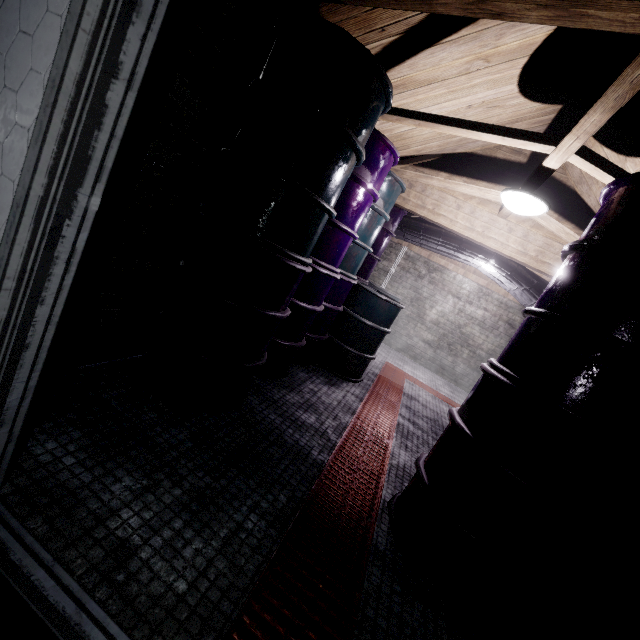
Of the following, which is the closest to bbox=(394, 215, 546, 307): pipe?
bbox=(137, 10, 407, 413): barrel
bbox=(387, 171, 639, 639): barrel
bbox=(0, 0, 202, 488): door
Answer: bbox=(387, 171, 639, 639): barrel

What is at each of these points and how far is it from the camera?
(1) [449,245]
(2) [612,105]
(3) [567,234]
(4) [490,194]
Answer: (1) pipe, 4.65m
(2) beam, 1.39m
(3) beam, 2.74m
(4) beam, 2.90m

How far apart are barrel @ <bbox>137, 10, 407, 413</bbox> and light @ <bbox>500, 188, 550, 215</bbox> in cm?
106

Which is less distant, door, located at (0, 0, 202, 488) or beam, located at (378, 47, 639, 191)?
door, located at (0, 0, 202, 488)

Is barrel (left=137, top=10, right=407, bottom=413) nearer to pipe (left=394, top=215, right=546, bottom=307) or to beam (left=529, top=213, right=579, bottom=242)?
beam (left=529, top=213, right=579, bottom=242)

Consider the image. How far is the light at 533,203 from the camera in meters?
2.2 m

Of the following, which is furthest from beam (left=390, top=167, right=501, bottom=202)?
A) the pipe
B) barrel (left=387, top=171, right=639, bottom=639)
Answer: the pipe

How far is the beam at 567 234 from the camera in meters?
2.7
